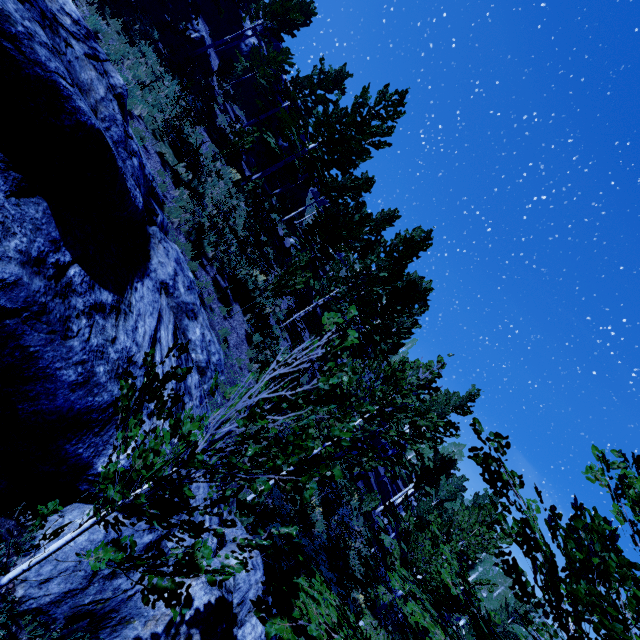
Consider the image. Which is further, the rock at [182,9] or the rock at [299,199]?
the rock at [299,199]

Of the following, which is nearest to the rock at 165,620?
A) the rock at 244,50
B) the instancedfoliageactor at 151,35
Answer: the instancedfoliageactor at 151,35

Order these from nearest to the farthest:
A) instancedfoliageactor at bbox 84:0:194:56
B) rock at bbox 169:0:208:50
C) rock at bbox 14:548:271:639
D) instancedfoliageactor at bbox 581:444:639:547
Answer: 1. instancedfoliageactor at bbox 581:444:639:547
2. rock at bbox 14:548:271:639
3. instancedfoliageactor at bbox 84:0:194:56
4. rock at bbox 169:0:208:50

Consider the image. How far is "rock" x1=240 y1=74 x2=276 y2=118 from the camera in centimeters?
2772cm

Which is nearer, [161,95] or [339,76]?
[161,95]

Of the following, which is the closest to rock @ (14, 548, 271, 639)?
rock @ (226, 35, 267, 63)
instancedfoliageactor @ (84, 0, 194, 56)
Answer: instancedfoliageactor @ (84, 0, 194, 56)
